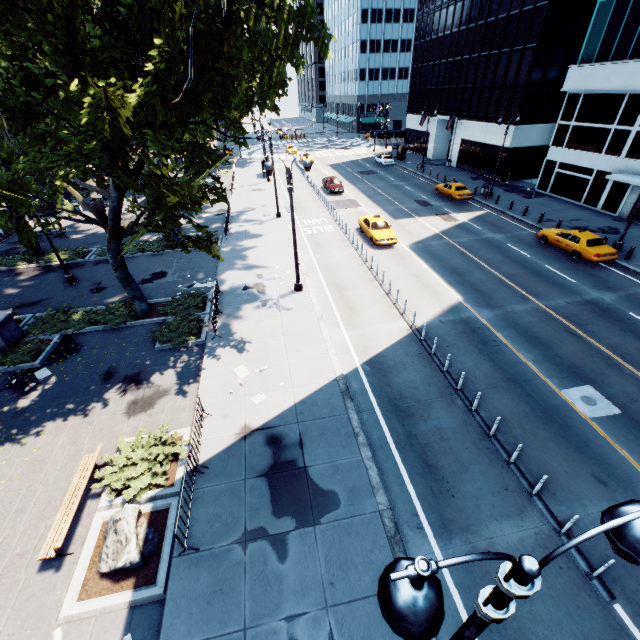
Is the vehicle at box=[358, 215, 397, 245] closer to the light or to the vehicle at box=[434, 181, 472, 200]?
the vehicle at box=[434, 181, 472, 200]

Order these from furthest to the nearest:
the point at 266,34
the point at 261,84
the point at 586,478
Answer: the point at 261,84
the point at 266,34
the point at 586,478

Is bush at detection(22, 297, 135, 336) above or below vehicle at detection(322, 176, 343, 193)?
below

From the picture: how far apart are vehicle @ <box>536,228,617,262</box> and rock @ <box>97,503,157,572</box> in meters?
26.8

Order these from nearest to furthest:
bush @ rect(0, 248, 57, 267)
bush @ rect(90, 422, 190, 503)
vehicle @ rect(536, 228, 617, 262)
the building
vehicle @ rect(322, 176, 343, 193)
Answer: bush @ rect(90, 422, 190, 503) < vehicle @ rect(536, 228, 617, 262) < bush @ rect(0, 248, 57, 267) < the building < vehicle @ rect(322, 176, 343, 193)

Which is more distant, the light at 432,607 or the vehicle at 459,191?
the vehicle at 459,191

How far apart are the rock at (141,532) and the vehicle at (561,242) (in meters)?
26.83

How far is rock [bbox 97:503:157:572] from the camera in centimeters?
796cm
